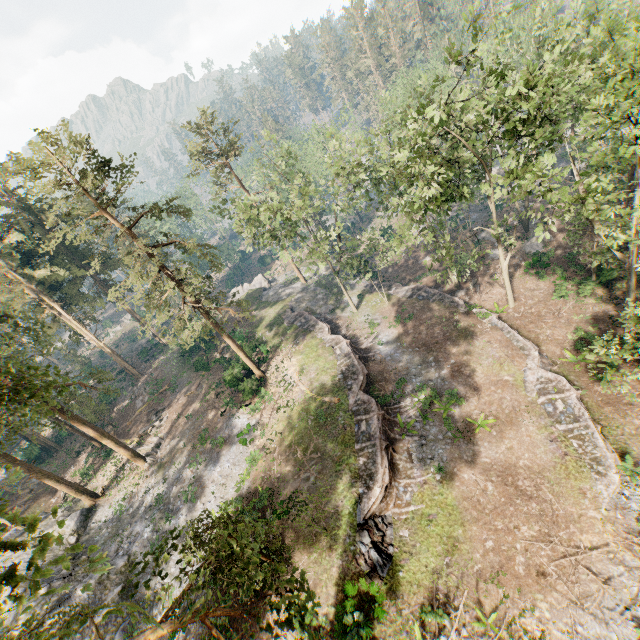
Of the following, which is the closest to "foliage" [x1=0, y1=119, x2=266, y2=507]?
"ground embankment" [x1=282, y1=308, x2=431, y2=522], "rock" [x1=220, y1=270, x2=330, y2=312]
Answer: "rock" [x1=220, y1=270, x2=330, y2=312]

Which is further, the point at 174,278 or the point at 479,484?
the point at 174,278

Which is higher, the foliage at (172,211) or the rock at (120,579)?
the foliage at (172,211)

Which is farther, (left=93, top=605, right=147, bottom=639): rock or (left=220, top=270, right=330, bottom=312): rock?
(left=220, top=270, right=330, bottom=312): rock

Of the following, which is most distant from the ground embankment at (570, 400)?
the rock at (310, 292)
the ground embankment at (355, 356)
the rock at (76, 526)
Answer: the rock at (76, 526)

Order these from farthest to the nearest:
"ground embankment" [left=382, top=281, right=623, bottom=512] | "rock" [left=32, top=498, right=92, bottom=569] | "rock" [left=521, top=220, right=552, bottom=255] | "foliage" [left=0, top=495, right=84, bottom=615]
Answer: "rock" [left=521, top=220, right=552, bottom=255] < "rock" [left=32, top=498, right=92, bottom=569] < "ground embankment" [left=382, top=281, right=623, bottom=512] < "foliage" [left=0, top=495, right=84, bottom=615]

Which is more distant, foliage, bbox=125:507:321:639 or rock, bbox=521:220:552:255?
rock, bbox=521:220:552:255

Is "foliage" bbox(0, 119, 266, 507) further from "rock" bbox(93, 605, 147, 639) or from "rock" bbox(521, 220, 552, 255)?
"rock" bbox(521, 220, 552, 255)
